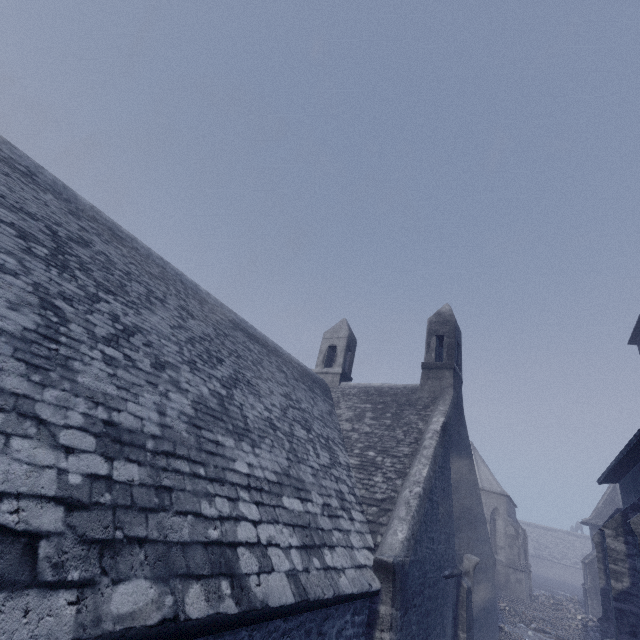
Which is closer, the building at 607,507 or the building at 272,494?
the building at 272,494

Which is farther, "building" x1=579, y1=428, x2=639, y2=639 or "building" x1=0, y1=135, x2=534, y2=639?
"building" x1=579, y1=428, x2=639, y2=639

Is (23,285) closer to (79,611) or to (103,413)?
(103,413)
